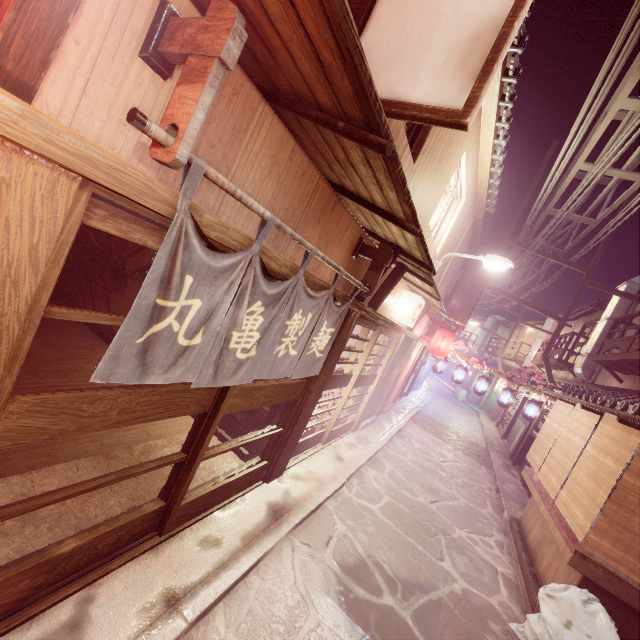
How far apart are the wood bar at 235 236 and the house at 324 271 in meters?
0.2

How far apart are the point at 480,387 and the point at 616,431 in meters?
Answer: 13.5 m

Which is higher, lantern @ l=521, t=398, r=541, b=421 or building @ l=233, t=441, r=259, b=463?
lantern @ l=521, t=398, r=541, b=421

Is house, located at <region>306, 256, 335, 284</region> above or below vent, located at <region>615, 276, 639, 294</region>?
below

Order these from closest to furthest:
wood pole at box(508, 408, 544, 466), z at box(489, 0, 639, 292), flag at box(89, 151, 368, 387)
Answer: flag at box(89, 151, 368, 387) < z at box(489, 0, 639, 292) < wood pole at box(508, 408, 544, 466)

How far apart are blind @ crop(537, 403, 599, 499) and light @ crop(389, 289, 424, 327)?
6.3 meters

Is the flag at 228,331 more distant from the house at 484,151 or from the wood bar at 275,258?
the house at 484,151

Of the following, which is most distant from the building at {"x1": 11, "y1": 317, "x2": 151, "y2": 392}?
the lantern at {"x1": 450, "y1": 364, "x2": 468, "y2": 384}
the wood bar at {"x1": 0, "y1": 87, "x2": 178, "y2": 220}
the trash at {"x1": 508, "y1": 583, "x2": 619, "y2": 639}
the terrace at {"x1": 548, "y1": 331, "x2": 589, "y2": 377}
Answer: the terrace at {"x1": 548, "y1": 331, "x2": 589, "y2": 377}
